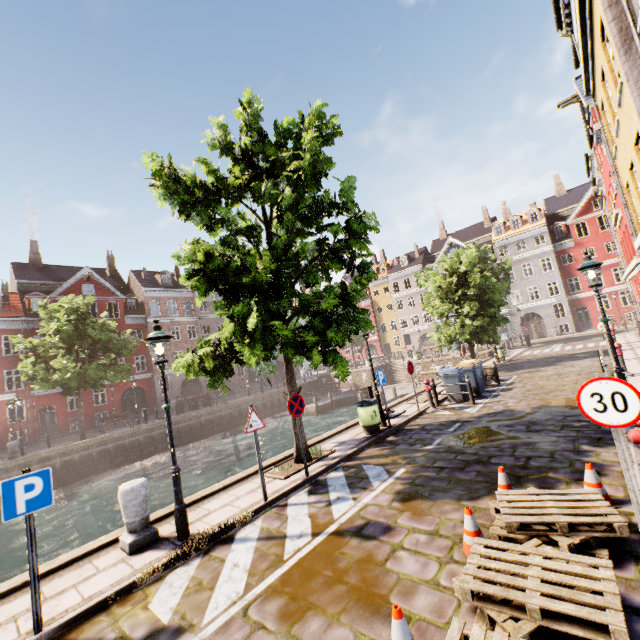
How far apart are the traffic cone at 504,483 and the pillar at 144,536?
5.87m

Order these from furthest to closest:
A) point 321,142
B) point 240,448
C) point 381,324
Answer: point 381,324
point 240,448
point 321,142

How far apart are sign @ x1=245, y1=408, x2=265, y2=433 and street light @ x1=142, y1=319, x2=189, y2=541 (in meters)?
1.35

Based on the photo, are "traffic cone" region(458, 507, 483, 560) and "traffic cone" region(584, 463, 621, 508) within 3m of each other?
yes

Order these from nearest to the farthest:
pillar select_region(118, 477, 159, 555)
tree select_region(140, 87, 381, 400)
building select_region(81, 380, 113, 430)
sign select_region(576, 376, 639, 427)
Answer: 1. sign select_region(576, 376, 639, 427)
2. pillar select_region(118, 477, 159, 555)
3. tree select_region(140, 87, 381, 400)
4. building select_region(81, 380, 113, 430)

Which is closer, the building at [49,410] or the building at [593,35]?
the building at [593,35]

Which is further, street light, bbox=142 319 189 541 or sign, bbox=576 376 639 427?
street light, bbox=142 319 189 541

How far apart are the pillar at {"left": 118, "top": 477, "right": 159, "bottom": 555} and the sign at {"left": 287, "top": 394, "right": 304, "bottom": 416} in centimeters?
309cm
